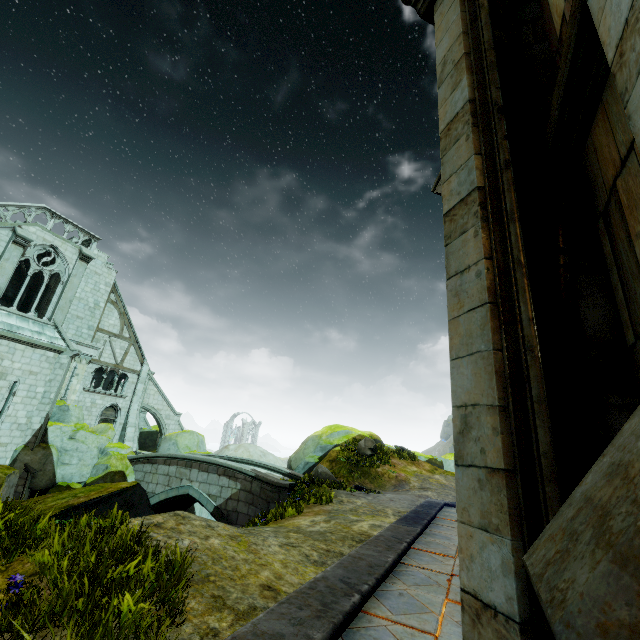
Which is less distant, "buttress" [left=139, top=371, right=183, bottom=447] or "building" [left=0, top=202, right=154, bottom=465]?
"building" [left=0, top=202, right=154, bottom=465]

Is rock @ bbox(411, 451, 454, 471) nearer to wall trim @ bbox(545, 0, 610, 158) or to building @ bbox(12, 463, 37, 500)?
building @ bbox(12, 463, 37, 500)

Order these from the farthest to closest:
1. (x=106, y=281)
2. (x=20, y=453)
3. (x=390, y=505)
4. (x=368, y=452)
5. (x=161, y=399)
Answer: (x=161, y=399) → (x=106, y=281) → (x=368, y=452) → (x=20, y=453) → (x=390, y=505)

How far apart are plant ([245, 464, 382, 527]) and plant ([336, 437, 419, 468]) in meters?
6.6 m

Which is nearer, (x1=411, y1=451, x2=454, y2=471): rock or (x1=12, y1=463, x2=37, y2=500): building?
(x1=12, y1=463, x2=37, y2=500): building

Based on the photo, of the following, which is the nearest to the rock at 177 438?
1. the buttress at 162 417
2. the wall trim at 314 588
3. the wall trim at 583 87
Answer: the buttress at 162 417

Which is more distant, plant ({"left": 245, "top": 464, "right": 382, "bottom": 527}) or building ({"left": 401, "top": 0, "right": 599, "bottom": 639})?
plant ({"left": 245, "top": 464, "right": 382, "bottom": 527})

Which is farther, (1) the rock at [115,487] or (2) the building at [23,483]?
(2) the building at [23,483]
